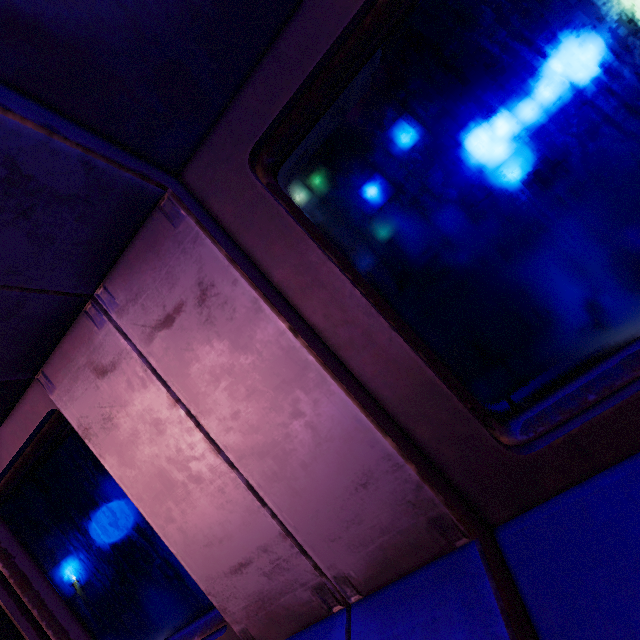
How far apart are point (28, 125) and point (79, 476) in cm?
165
